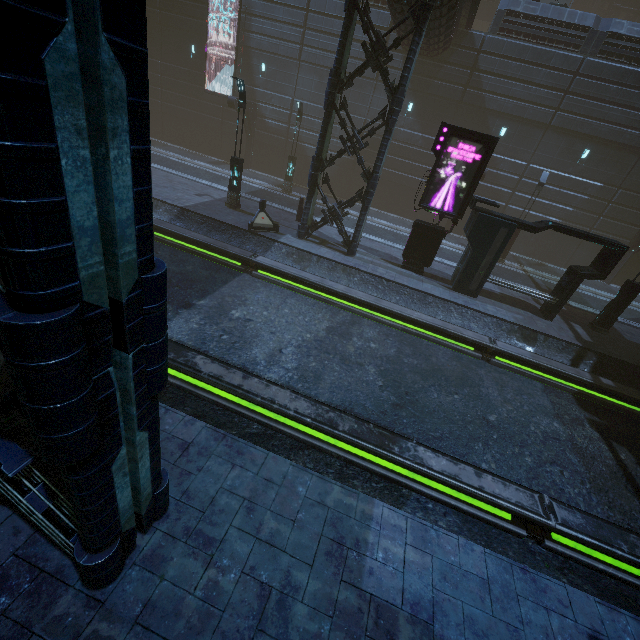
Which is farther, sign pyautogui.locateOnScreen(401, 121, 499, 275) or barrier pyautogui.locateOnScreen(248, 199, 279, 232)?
barrier pyautogui.locateOnScreen(248, 199, 279, 232)

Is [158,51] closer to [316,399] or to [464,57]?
[464,57]

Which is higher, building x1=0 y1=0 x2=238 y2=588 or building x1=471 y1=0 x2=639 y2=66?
building x1=471 y1=0 x2=639 y2=66

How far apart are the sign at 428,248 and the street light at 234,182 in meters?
8.6

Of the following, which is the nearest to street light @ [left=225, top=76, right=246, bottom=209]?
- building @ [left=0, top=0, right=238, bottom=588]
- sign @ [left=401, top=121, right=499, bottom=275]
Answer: building @ [left=0, top=0, right=238, bottom=588]

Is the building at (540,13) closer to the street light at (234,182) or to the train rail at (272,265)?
the train rail at (272,265)

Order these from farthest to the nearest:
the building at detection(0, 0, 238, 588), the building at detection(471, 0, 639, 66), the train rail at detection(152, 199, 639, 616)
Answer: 1. the building at detection(471, 0, 639, 66)
2. the train rail at detection(152, 199, 639, 616)
3. the building at detection(0, 0, 238, 588)

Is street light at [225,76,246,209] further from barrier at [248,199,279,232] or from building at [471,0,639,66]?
building at [471,0,639,66]
